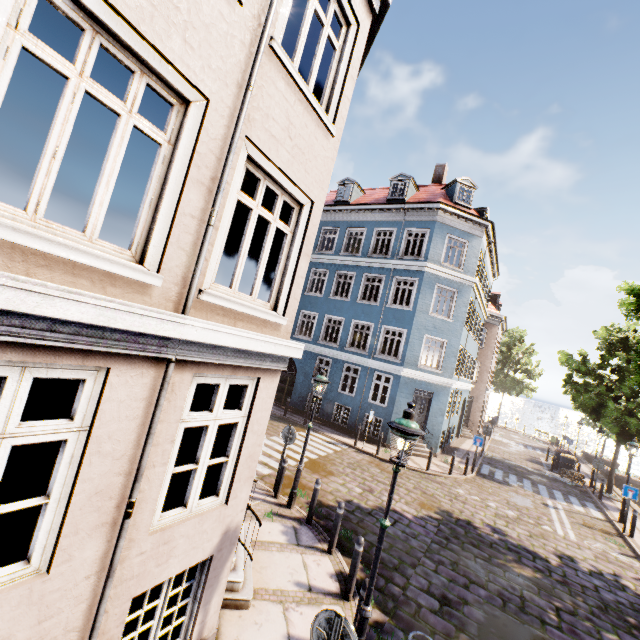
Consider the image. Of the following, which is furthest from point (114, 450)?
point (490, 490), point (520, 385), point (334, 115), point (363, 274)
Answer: point (520, 385)

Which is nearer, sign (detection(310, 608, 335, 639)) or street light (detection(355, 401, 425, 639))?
sign (detection(310, 608, 335, 639))

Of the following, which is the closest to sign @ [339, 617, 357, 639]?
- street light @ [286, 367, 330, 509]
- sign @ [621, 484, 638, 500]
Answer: street light @ [286, 367, 330, 509]

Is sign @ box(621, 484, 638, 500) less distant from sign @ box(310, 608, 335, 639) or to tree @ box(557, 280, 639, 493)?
tree @ box(557, 280, 639, 493)

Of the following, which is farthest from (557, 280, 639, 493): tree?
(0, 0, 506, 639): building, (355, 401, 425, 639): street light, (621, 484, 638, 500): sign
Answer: (355, 401, 425, 639): street light

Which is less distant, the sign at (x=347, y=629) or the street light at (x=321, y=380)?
the sign at (x=347, y=629)

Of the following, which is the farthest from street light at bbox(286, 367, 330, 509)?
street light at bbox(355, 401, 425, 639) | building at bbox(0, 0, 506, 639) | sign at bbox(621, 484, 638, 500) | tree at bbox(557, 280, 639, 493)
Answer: sign at bbox(621, 484, 638, 500)

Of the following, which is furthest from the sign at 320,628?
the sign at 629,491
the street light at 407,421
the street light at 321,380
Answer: the sign at 629,491
